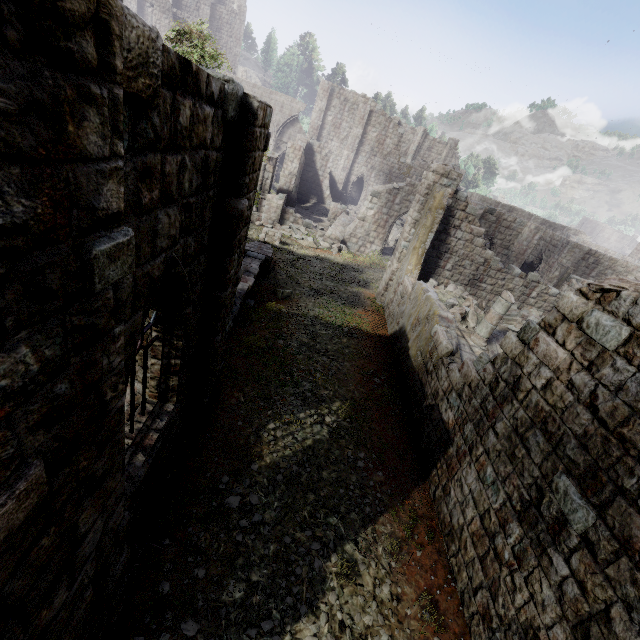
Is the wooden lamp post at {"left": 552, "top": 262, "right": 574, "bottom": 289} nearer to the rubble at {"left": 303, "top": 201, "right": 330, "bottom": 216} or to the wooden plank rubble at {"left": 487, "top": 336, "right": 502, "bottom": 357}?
the wooden plank rubble at {"left": 487, "top": 336, "right": 502, "bottom": 357}

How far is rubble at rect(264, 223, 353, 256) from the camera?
24.2 meters

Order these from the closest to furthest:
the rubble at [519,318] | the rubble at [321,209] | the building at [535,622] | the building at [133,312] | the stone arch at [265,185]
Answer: the building at [133,312] → the building at [535,622] → the rubble at [519,318] → the stone arch at [265,185] → the rubble at [321,209]

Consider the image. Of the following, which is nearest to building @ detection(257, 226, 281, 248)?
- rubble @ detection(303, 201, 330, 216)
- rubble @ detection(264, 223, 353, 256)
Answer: rubble @ detection(264, 223, 353, 256)

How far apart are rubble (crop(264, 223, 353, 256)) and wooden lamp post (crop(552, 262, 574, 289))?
14.4m

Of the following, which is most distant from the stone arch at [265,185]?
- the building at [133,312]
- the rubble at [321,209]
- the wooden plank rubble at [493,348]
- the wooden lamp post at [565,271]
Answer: the wooden lamp post at [565,271]

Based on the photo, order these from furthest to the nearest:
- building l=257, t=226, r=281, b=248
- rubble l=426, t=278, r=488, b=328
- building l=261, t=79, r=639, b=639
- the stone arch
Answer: the stone arch, building l=257, t=226, r=281, b=248, rubble l=426, t=278, r=488, b=328, building l=261, t=79, r=639, b=639

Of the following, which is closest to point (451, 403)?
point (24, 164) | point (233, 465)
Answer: point (233, 465)
